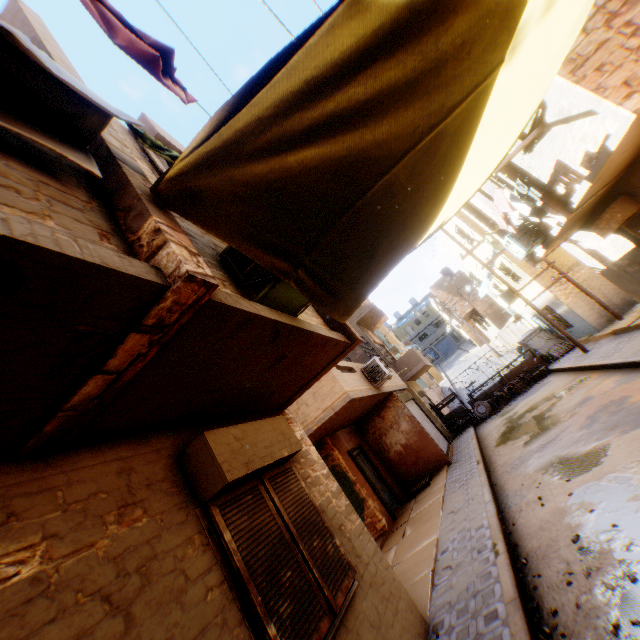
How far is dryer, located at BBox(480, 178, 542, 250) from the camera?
7.8 meters

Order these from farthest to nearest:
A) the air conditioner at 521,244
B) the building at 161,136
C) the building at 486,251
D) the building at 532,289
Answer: the building at 486,251 → the building at 532,289 → the air conditioner at 521,244 → the building at 161,136

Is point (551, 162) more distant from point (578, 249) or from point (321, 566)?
point (321, 566)

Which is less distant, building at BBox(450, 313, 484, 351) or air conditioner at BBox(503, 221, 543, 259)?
air conditioner at BBox(503, 221, 543, 259)

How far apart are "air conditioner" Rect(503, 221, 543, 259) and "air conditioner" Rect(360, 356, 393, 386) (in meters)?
5.32

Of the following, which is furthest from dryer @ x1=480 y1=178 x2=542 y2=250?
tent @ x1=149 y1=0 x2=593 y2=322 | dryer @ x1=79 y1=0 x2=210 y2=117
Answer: dryer @ x1=79 y1=0 x2=210 y2=117

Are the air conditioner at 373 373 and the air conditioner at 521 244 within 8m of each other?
yes
